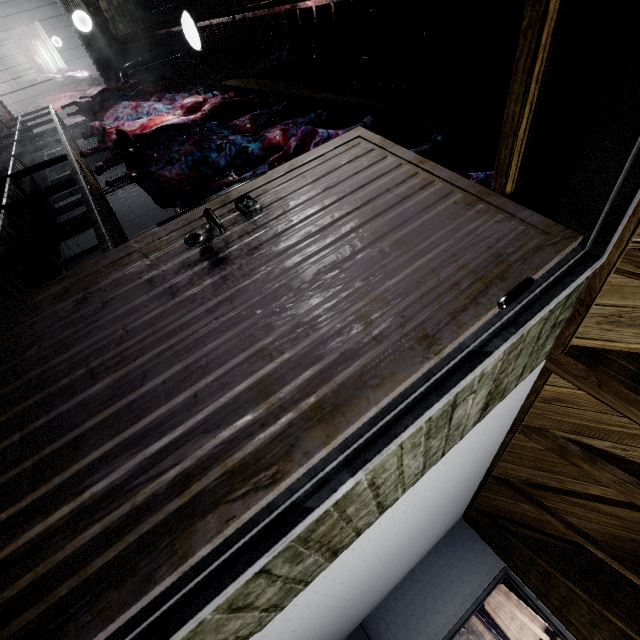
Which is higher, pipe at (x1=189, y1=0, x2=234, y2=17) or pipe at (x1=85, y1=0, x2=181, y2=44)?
pipe at (x1=189, y1=0, x2=234, y2=17)

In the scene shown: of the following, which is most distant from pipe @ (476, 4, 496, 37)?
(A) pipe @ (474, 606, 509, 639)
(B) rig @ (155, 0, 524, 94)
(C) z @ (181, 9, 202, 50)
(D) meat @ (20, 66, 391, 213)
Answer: (A) pipe @ (474, 606, 509, 639)

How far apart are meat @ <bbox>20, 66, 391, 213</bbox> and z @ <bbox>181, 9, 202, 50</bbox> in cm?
48

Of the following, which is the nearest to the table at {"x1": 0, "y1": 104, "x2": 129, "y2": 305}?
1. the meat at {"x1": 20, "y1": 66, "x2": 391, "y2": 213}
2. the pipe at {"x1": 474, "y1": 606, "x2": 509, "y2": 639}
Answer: the meat at {"x1": 20, "y1": 66, "x2": 391, "y2": 213}

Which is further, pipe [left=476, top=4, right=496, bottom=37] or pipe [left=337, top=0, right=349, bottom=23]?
pipe [left=337, top=0, right=349, bottom=23]

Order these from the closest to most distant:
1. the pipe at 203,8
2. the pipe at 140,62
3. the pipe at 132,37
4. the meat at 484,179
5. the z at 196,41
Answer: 1. the meat at 484,179
2. the z at 196,41
3. the pipe at 203,8
4. the pipe at 132,37
5. the pipe at 140,62

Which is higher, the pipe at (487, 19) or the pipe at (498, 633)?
the pipe at (487, 19)

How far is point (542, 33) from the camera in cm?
75
